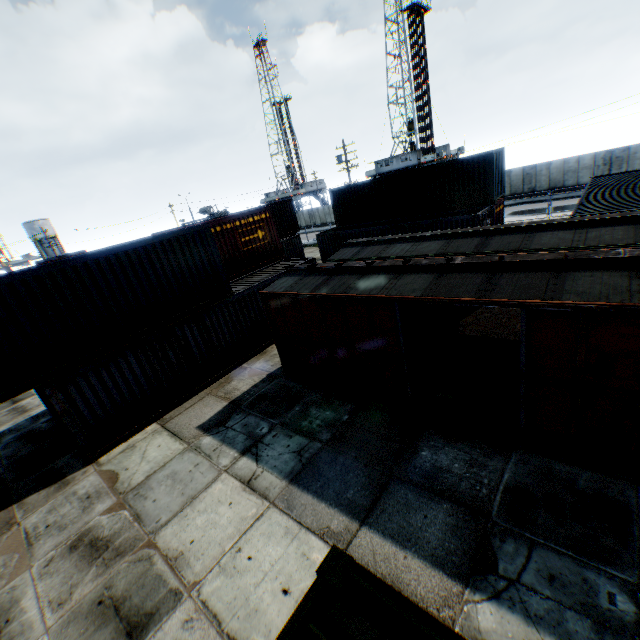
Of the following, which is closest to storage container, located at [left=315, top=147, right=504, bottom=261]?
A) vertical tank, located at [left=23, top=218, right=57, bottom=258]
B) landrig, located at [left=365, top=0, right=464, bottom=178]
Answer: landrig, located at [left=365, top=0, right=464, bottom=178]

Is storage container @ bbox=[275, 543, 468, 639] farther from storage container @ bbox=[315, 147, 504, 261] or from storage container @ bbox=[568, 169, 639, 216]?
storage container @ bbox=[315, 147, 504, 261]

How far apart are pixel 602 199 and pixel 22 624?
23.4m

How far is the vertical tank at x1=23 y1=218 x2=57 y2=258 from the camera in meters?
57.2 m

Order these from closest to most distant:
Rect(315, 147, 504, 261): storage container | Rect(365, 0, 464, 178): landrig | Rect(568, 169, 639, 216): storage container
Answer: Rect(568, 169, 639, 216): storage container, Rect(315, 147, 504, 261): storage container, Rect(365, 0, 464, 178): landrig

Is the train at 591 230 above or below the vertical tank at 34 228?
below

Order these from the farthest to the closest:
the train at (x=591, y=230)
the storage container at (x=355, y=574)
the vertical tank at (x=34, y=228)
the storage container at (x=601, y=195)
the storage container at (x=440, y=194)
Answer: the vertical tank at (x=34, y=228)
the storage container at (x=440, y=194)
the storage container at (x=601, y=195)
the train at (x=591, y=230)
the storage container at (x=355, y=574)

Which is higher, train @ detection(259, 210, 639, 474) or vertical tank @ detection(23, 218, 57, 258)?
vertical tank @ detection(23, 218, 57, 258)
